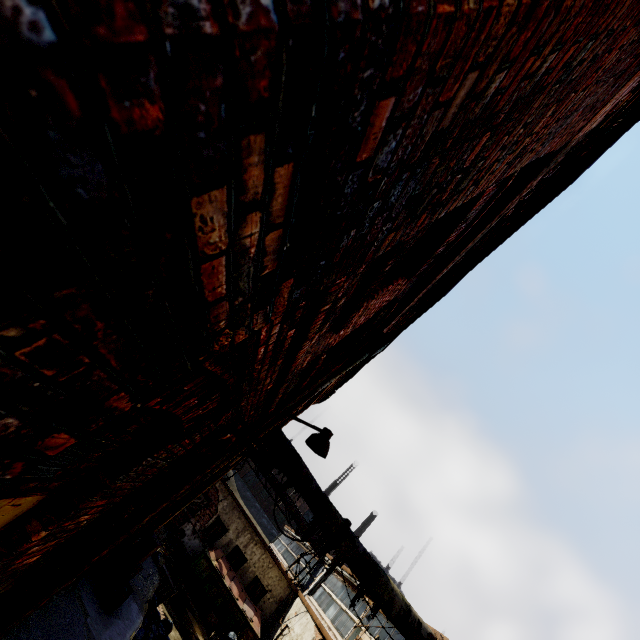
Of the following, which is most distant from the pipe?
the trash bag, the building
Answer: the trash bag

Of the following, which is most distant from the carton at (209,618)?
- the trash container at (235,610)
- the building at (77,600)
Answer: the building at (77,600)

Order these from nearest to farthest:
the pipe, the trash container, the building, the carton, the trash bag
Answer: the building, the pipe, the trash bag, the carton, the trash container

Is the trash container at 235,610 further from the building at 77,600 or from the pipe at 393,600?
the building at 77,600

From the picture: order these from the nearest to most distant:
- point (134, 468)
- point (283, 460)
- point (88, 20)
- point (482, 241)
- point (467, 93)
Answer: point (88, 20)
point (467, 93)
point (134, 468)
point (482, 241)
point (283, 460)

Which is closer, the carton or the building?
the building

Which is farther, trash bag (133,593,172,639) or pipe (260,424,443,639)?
trash bag (133,593,172,639)

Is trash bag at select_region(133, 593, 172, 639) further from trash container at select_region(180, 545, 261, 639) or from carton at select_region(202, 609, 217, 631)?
carton at select_region(202, 609, 217, 631)
